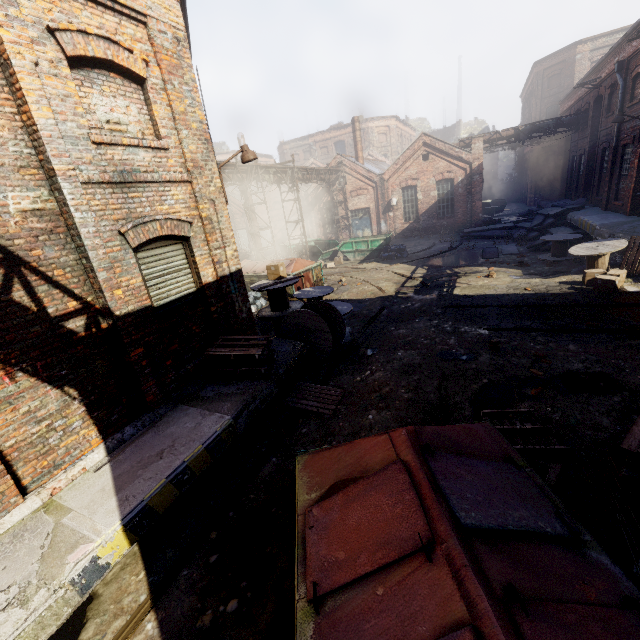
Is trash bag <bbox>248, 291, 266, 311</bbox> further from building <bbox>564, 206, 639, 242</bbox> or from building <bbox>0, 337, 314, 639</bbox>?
building <bbox>564, 206, 639, 242</bbox>

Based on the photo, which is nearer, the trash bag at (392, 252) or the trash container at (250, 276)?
the trash container at (250, 276)

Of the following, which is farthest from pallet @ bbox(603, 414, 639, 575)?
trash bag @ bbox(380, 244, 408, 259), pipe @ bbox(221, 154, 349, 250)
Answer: trash bag @ bbox(380, 244, 408, 259)

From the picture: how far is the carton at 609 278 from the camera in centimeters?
→ 956cm

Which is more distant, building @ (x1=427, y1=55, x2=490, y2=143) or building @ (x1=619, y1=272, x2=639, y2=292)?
building @ (x1=427, y1=55, x2=490, y2=143)

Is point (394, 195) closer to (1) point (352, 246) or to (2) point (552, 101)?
(1) point (352, 246)

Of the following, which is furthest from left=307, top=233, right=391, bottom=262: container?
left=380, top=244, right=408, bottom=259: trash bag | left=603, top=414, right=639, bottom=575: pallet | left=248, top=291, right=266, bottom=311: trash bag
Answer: left=603, top=414, right=639, bottom=575: pallet

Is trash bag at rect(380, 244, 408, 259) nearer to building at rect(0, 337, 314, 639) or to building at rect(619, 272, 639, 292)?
building at rect(619, 272, 639, 292)
